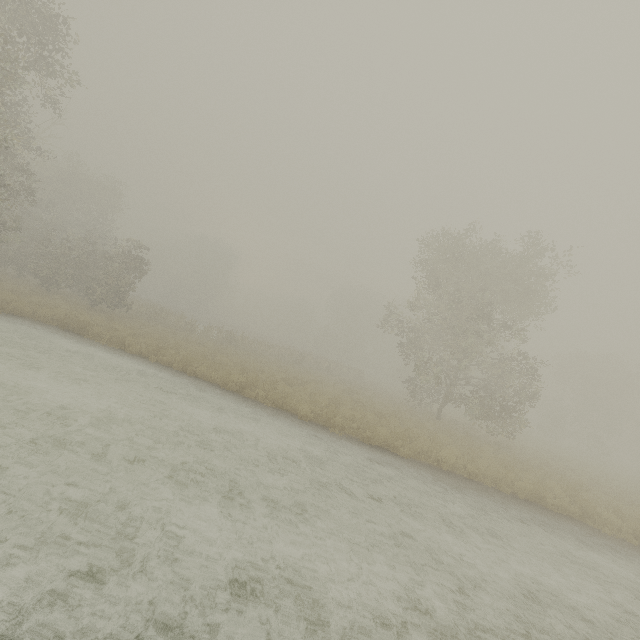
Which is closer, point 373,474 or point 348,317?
point 373,474
